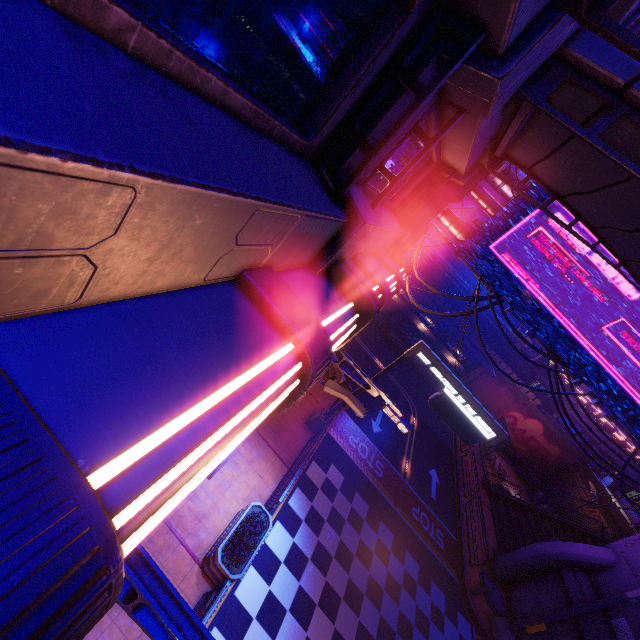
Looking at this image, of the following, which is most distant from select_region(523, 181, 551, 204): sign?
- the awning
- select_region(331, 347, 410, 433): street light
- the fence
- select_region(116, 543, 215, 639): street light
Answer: select_region(116, 543, 215, 639): street light

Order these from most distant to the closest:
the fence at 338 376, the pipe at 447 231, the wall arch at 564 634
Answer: the fence at 338 376 → the wall arch at 564 634 → the pipe at 447 231

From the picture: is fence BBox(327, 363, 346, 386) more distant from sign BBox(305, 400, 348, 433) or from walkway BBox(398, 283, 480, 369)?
walkway BBox(398, 283, 480, 369)

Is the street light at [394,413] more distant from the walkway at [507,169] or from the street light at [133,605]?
the walkway at [507,169]

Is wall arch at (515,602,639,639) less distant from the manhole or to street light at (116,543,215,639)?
the manhole

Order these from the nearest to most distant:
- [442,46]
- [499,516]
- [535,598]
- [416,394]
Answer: [442,46], [535,598], [499,516], [416,394]

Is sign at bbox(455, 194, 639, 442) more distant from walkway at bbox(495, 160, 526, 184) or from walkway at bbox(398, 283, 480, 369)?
walkway at bbox(398, 283, 480, 369)

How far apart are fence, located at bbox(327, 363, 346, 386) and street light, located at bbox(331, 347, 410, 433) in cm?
1343
